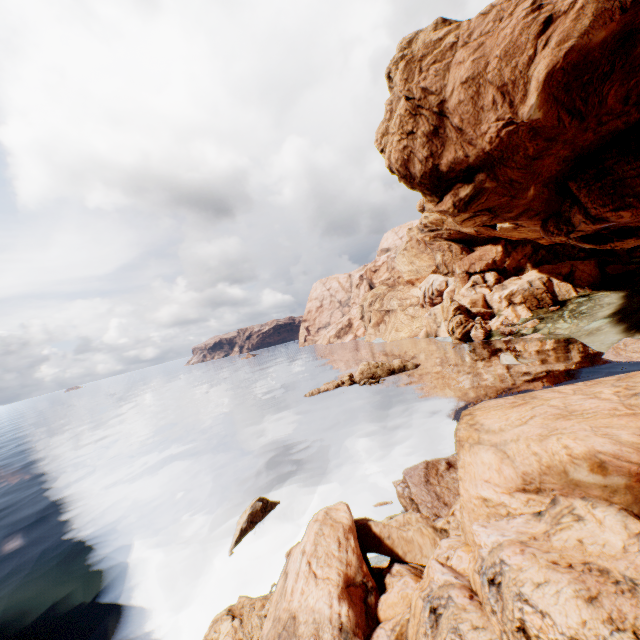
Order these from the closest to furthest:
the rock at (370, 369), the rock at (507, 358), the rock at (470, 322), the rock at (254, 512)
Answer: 1. the rock at (254, 512)
2. the rock at (470, 322)
3. the rock at (507, 358)
4. the rock at (370, 369)

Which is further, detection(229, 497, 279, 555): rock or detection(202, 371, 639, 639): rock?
detection(229, 497, 279, 555): rock

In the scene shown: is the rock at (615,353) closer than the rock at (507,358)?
Yes

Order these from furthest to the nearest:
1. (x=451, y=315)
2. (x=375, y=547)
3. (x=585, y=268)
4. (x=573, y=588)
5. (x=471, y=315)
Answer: (x=471, y=315)
(x=451, y=315)
(x=585, y=268)
(x=375, y=547)
(x=573, y=588)

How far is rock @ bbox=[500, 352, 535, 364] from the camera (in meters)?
36.37

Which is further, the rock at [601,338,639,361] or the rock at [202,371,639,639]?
the rock at [601,338,639,361]
